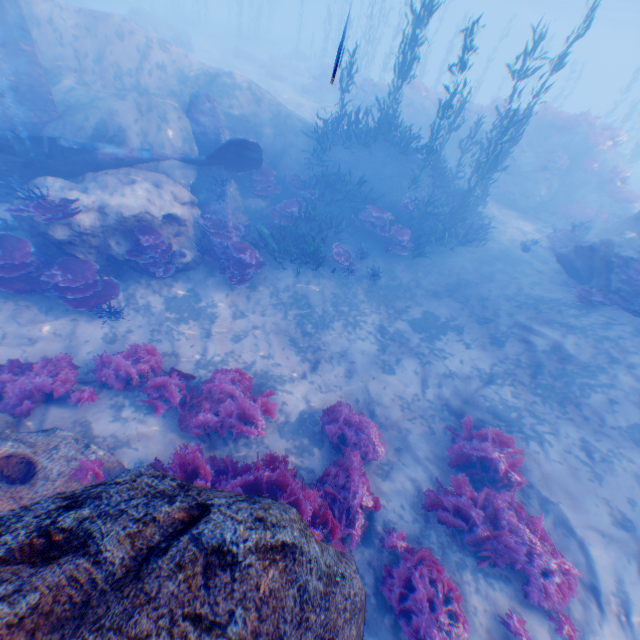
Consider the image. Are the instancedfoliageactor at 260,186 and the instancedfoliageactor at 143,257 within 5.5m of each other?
yes

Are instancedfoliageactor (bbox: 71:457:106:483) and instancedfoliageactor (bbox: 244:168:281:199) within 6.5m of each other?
no

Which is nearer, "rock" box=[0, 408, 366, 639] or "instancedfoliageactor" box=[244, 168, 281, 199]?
"rock" box=[0, 408, 366, 639]

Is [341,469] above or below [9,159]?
below

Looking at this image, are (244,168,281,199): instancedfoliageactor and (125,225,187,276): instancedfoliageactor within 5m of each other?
yes

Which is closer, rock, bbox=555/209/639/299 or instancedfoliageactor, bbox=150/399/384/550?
instancedfoliageactor, bbox=150/399/384/550

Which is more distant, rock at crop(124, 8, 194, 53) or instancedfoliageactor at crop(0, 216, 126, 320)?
rock at crop(124, 8, 194, 53)

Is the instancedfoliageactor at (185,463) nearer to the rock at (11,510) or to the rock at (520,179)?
the rock at (11,510)
